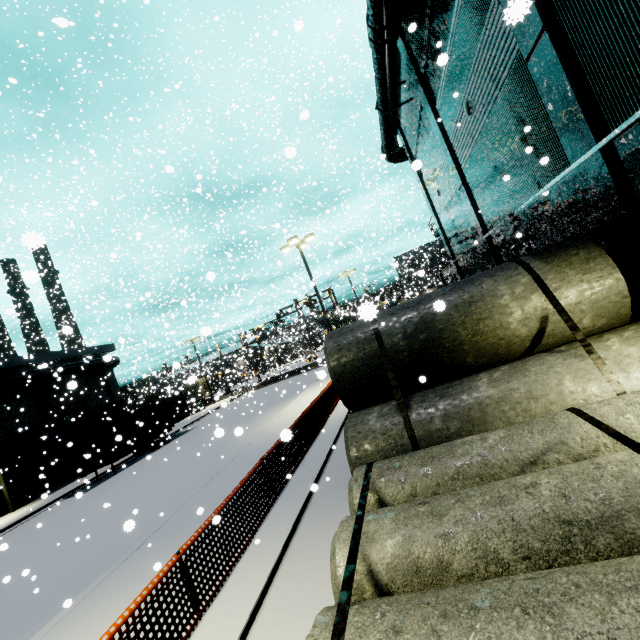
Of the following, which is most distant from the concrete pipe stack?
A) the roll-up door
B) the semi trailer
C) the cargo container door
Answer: the roll-up door

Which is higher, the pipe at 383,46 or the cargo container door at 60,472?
the pipe at 383,46

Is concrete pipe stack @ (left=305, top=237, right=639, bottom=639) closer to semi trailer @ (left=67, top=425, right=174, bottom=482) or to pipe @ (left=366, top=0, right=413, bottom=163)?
pipe @ (left=366, top=0, right=413, bottom=163)

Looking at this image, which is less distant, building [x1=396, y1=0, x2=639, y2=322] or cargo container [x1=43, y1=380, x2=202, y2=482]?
building [x1=396, y1=0, x2=639, y2=322]

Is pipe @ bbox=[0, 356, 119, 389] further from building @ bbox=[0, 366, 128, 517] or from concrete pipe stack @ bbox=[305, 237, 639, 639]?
concrete pipe stack @ bbox=[305, 237, 639, 639]

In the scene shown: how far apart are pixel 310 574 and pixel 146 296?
8.27m

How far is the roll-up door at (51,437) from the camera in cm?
2495
